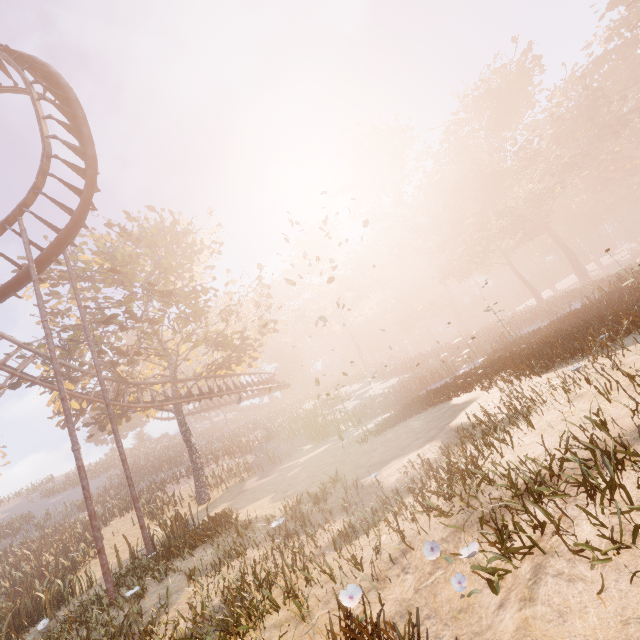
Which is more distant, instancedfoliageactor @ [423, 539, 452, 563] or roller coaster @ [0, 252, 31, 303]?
roller coaster @ [0, 252, 31, 303]

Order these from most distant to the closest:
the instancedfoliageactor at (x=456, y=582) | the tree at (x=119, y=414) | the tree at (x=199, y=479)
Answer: the tree at (x=119, y=414) < the tree at (x=199, y=479) < the instancedfoliageactor at (x=456, y=582)

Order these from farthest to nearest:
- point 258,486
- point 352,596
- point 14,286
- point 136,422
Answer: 1. point 136,422
2. point 258,486
3. point 14,286
4. point 352,596

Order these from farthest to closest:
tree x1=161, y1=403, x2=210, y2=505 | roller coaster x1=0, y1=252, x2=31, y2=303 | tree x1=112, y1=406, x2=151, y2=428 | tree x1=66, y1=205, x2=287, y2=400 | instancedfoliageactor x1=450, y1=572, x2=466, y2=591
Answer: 1. tree x1=112, y1=406, x2=151, y2=428
2. tree x1=161, y1=403, x2=210, y2=505
3. tree x1=66, y1=205, x2=287, y2=400
4. roller coaster x1=0, y1=252, x2=31, y2=303
5. instancedfoliageactor x1=450, y1=572, x2=466, y2=591

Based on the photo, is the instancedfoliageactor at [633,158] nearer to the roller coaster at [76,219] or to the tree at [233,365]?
the tree at [233,365]

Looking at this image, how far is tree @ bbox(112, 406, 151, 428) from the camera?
21.33m

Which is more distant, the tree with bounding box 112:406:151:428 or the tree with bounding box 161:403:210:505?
the tree with bounding box 112:406:151:428

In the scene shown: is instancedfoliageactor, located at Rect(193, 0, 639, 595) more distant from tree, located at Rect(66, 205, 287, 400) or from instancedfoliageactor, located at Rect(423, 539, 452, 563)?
tree, located at Rect(66, 205, 287, 400)
